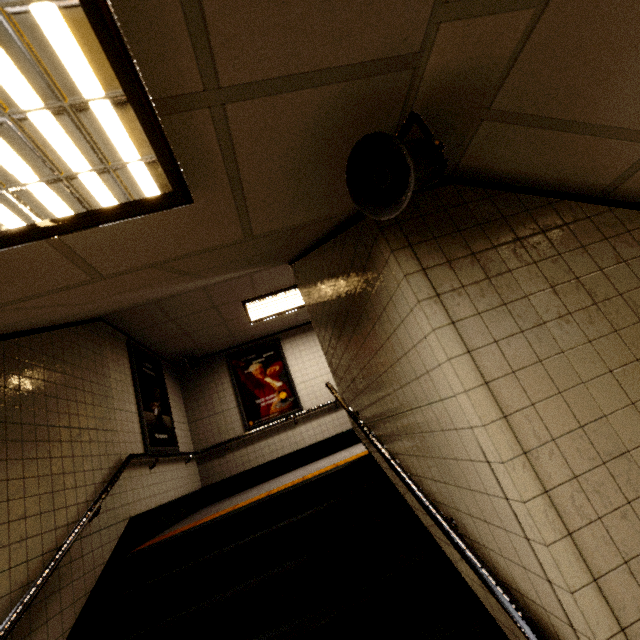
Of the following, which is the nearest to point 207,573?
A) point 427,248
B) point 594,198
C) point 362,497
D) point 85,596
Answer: point 85,596

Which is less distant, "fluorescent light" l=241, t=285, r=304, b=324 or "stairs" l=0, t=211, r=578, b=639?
"stairs" l=0, t=211, r=578, b=639

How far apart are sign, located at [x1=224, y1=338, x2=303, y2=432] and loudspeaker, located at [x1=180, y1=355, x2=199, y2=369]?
0.65m

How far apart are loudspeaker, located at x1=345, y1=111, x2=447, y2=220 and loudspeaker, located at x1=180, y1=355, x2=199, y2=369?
6.3m

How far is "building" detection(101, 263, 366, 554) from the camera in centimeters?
443cm

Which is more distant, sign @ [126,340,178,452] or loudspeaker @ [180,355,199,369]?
loudspeaker @ [180,355,199,369]

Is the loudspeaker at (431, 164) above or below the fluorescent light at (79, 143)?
below

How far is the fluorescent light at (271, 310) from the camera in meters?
5.7 m
